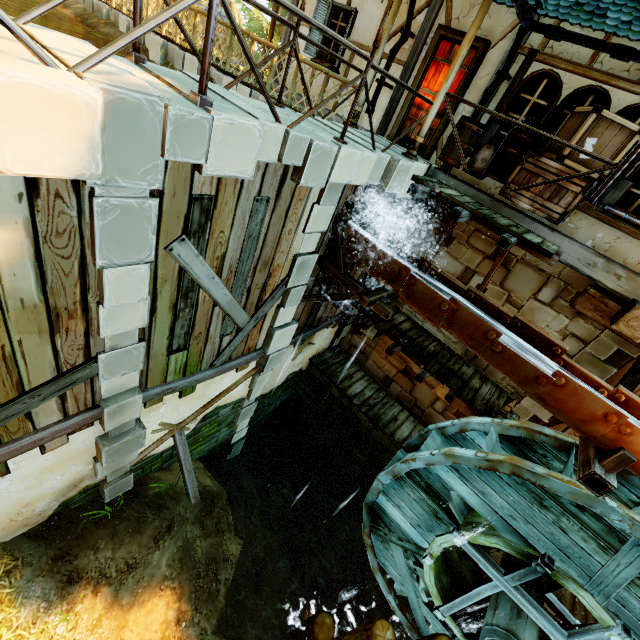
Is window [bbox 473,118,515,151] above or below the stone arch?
above

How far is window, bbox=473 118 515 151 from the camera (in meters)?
6.31

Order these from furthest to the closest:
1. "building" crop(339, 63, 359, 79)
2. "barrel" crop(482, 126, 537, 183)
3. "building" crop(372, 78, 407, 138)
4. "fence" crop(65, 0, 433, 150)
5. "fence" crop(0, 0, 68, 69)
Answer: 1. "building" crop(339, 63, 359, 79)
2. "building" crop(372, 78, 407, 138)
3. "barrel" crop(482, 126, 537, 183)
4. "fence" crop(65, 0, 433, 150)
5. "fence" crop(0, 0, 68, 69)

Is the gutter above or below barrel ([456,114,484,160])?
above

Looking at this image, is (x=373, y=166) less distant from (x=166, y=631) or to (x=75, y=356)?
(x=75, y=356)

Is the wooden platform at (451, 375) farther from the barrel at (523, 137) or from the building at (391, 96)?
the barrel at (523, 137)

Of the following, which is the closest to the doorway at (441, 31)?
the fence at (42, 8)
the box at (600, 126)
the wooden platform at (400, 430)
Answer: the fence at (42, 8)

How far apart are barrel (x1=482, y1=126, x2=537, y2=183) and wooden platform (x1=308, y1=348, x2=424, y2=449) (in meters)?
6.38
